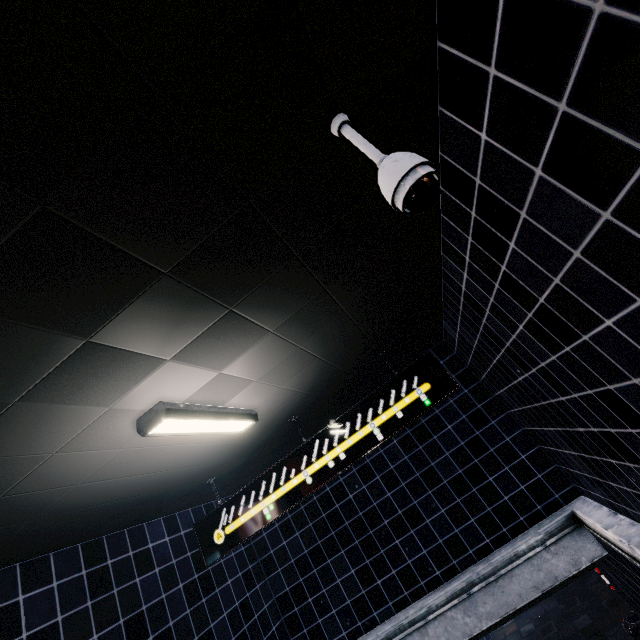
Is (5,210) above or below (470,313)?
above
